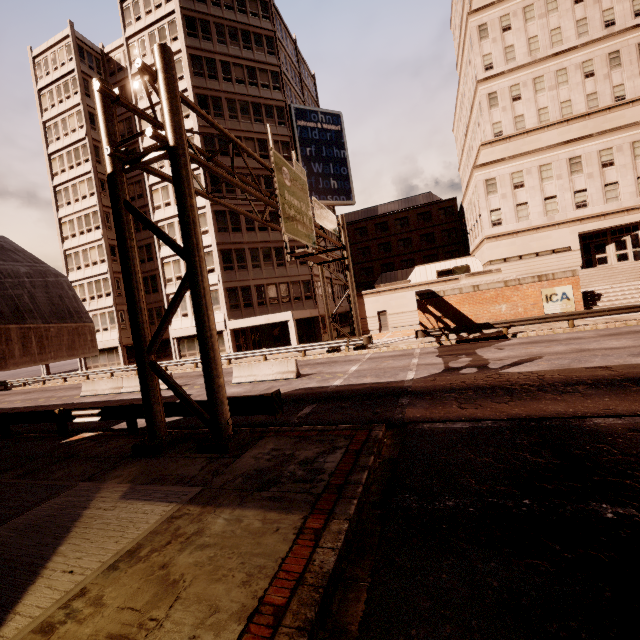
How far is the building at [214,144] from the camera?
30.44m

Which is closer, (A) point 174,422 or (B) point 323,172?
(A) point 174,422

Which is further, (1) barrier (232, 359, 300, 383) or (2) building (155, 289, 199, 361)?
(2) building (155, 289, 199, 361)

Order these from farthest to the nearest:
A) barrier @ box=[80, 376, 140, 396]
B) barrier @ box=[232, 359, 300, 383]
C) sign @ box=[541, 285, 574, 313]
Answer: sign @ box=[541, 285, 574, 313] < barrier @ box=[80, 376, 140, 396] < barrier @ box=[232, 359, 300, 383]

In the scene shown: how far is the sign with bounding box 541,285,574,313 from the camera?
21.47m

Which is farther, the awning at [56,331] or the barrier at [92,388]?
the barrier at [92,388]

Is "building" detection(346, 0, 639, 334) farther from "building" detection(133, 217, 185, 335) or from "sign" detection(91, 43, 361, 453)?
"sign" detection(91, 43, 361, 453)

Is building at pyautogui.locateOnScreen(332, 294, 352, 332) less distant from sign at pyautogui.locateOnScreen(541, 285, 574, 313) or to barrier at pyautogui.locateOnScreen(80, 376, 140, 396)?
barrier at pyautogui.locateOnScreen(80, 376, 140, 396)
